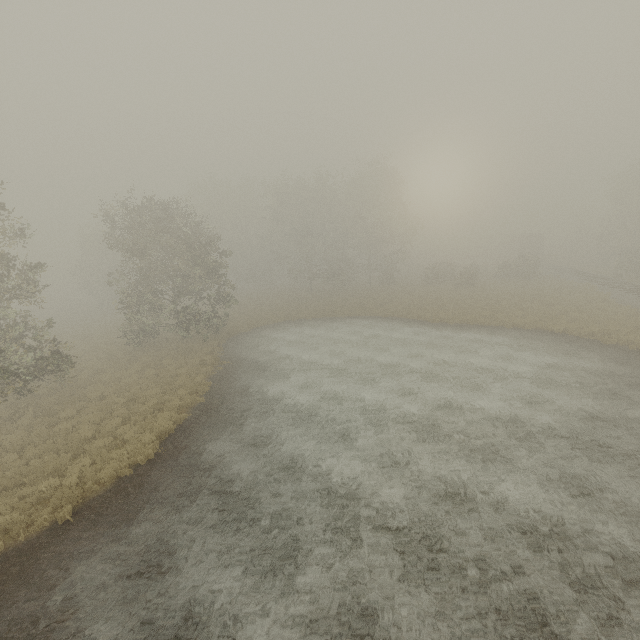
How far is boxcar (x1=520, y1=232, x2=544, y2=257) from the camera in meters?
57.3

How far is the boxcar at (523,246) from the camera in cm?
5728

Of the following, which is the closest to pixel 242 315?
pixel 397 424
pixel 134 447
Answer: pixel 134 447
